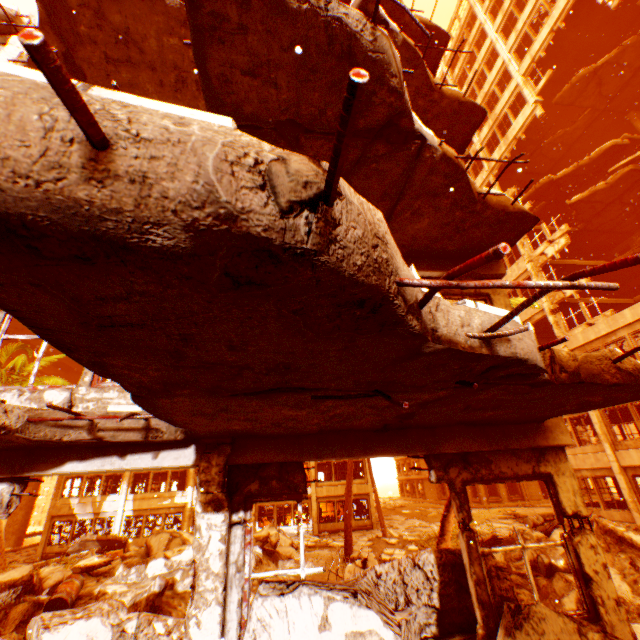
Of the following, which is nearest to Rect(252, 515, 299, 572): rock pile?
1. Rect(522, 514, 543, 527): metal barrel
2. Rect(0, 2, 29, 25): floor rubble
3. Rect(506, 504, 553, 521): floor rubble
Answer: Rect(522, 514, 543, 527): metal barrel

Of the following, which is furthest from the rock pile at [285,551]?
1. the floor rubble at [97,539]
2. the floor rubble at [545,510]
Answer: the floor rubble at [545,510]

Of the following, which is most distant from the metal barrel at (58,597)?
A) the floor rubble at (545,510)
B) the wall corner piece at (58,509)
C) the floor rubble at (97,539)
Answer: the floor rubble at (545,510)

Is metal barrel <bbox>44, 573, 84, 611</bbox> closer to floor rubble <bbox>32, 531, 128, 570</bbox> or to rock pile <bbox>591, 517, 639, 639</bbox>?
rock pile <bbox>591, 517, 639, 639</bbox>

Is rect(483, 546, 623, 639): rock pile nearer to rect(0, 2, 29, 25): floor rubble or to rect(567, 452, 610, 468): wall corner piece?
rect(567, 452, 610, 468): wall corner piece

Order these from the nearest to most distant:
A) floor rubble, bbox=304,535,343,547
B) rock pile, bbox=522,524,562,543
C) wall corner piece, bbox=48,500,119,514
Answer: rock pile, bbox=522,524,562,543, floor rubble, bbox=304,535,343,547, wall corner piece, bbox=48,500,119,514

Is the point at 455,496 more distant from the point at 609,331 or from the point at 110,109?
the point at 609,331

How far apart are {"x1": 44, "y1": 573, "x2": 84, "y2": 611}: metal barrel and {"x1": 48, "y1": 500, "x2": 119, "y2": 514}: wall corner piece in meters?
19.5 m
